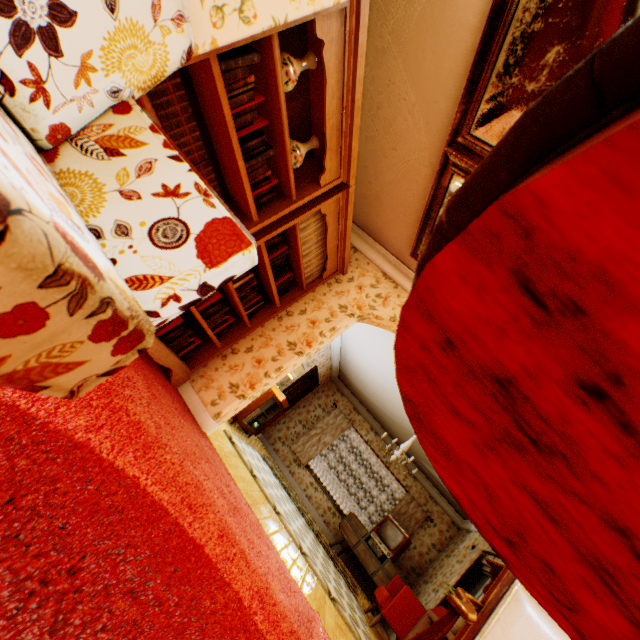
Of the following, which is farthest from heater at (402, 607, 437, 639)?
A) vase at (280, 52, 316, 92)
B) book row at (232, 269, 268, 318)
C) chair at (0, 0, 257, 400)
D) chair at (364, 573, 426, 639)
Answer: vase at (280, 52, 316, 92)

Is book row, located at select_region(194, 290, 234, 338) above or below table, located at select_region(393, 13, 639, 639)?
below

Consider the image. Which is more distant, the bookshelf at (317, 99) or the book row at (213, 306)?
the book row at (213, 306)

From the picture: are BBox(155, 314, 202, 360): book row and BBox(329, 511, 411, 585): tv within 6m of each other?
no

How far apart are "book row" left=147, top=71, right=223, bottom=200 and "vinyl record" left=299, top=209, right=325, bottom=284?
0.70m

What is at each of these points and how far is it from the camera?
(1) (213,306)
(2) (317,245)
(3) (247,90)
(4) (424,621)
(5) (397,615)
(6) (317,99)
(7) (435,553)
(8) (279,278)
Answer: (1) book row, 3.2m
(2) vinyl record, 3.6m
(3) book row, 2.0m
(4) heater, 4.4m
(5) chair, 5.2m
(6) bookshelf, 2.6m
(7) building, 8.5m
(8) book row, 3.7m

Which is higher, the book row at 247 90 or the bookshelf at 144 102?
the book row at 247 90

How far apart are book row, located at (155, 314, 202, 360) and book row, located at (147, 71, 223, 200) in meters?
0.6 m
